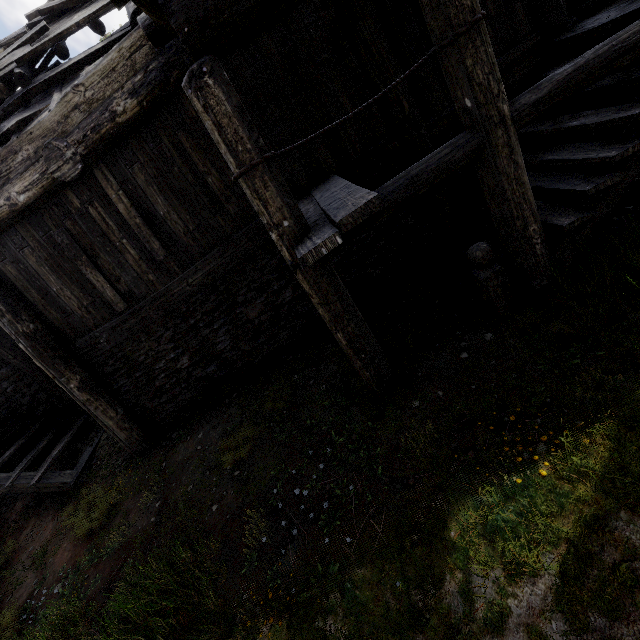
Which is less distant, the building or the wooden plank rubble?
the building

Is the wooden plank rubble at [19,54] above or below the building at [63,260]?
above

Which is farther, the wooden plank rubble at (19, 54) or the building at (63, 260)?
the wooden plank rubble at (19, 54)

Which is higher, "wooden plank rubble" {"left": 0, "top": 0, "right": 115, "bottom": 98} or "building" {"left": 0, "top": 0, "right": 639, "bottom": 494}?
"wooden plank rubble" {"left": 0, "top": 0, "right": 115, "bottom": 98}

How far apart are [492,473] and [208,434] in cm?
490
